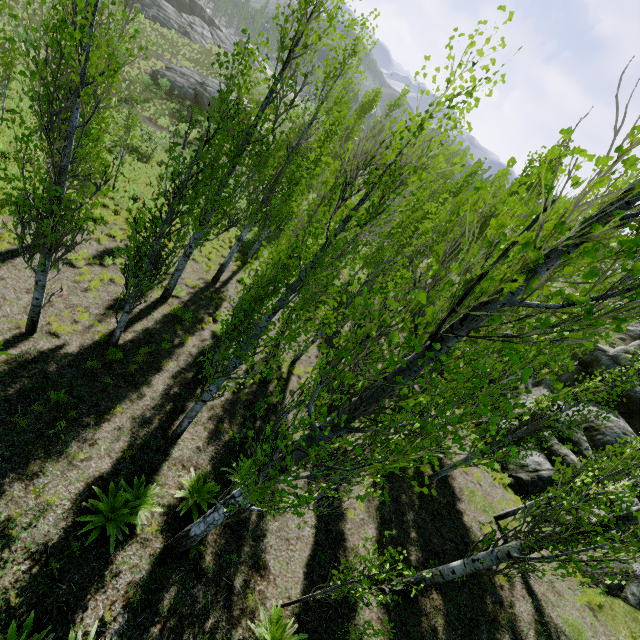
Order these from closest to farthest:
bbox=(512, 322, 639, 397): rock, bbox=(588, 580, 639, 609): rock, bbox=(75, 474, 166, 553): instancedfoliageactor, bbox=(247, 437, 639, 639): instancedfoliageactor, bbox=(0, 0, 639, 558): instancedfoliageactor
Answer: bbox=(0, 0, 639, 558): instancedfoliageactor, bbox=(247, 437, 639, 639): instancedfoliageactor, bbox=(75, 474, 166, 553): instancedfoliageactor, bbox=(588, 580, 639, 609): rock, bbox=(512, 322, 639, 397): rock

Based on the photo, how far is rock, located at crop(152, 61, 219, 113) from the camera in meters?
32.2

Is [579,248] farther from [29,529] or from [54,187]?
[29,529]

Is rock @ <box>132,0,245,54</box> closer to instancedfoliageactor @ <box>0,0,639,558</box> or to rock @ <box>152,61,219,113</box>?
instancedfoliageactor @ <box>0,0,639,558</box>

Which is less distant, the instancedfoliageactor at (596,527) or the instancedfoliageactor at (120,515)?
the instancedfoliageactor at (596,527)

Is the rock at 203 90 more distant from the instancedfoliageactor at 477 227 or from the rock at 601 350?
the rock at 601 350

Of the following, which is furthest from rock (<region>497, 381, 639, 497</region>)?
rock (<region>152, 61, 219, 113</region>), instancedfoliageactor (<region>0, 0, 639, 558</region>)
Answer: rock (<region>152, 61, 219, 113</region>)
